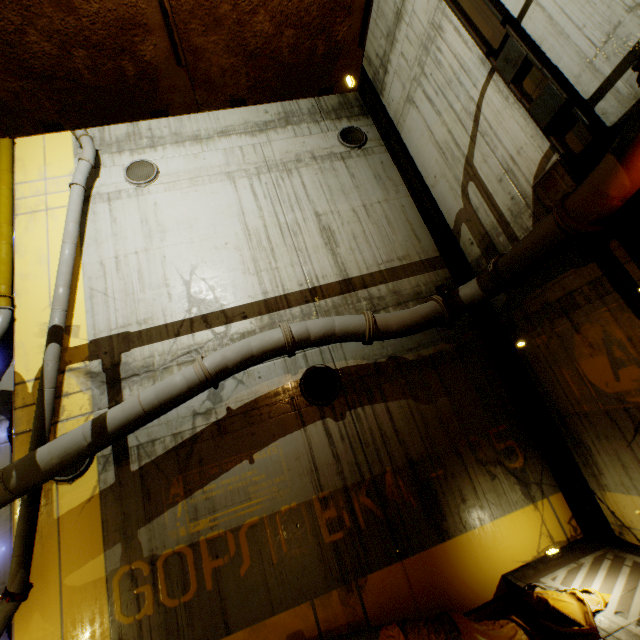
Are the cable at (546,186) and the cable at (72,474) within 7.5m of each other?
no

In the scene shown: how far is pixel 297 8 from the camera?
3.2 meters

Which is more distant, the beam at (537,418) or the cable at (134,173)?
the cable at (134,173)

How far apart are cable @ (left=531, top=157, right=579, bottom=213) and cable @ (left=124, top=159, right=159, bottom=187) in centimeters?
815cm

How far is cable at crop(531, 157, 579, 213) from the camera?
4.5m

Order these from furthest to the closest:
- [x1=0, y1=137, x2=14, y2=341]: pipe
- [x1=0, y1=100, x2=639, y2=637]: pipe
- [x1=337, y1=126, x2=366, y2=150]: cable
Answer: [x1=337, y1=126, x2=366, y2=150]: cable
[x1=0, y1=137, x2=14, y2=341]: pipe
[x1=0, y1=100, x2=639, y2=637]: pipe

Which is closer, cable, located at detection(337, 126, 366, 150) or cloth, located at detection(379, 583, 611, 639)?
cloth, located at detection(379, 583, 611, 639)

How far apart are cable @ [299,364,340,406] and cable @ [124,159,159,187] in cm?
605
